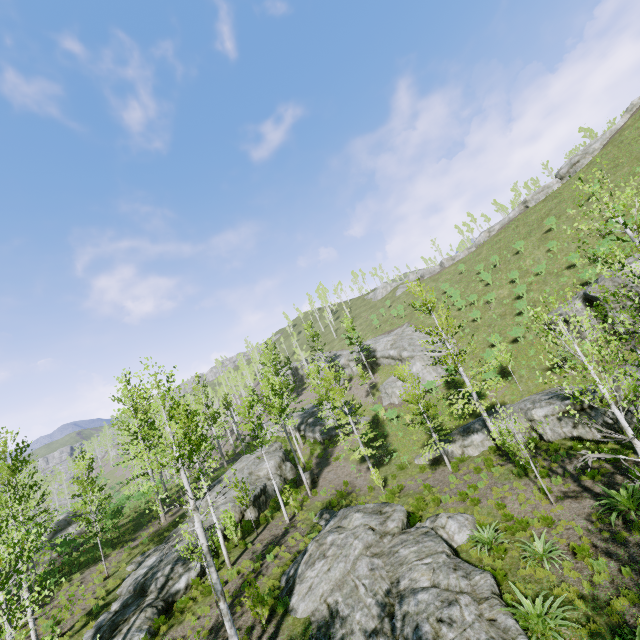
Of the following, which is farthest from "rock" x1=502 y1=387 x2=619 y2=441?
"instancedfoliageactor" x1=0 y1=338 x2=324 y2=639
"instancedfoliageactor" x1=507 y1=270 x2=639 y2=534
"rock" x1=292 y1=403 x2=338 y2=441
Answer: "instancedfoliageactor" x1=0 y1=338 x2=324 y2=639

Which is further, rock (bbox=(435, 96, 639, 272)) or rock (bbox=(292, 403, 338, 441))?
rock (bbox=(435, 96, 639, 272))

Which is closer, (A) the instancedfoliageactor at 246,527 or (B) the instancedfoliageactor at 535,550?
(B) the instancedfoliageactor at 535,550

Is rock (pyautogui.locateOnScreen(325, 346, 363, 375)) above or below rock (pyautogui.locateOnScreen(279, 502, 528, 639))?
above

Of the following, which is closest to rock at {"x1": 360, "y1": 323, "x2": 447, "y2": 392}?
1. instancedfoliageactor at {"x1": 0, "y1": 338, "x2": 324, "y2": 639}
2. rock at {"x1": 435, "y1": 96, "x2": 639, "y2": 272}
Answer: instancedfoliageactor at {"x1": 0, "y1": 338, "x2": 324, "y2": 639}

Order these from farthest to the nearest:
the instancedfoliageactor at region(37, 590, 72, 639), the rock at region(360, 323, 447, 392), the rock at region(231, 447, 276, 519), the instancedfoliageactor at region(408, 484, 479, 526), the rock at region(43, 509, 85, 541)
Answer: the rock at region(360, 323, 447, 392) < the rock at region(43, 509, 85, 541) < the rock at region(231, 447, 276, 519) < the instancedfoliageactor at region(408, 484, 479, 526) < the instancedfoliageactor at region(37, 590, 72, 639)

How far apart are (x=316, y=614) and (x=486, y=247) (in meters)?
53.18

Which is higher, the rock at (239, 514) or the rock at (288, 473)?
the rock at (288, 473)
